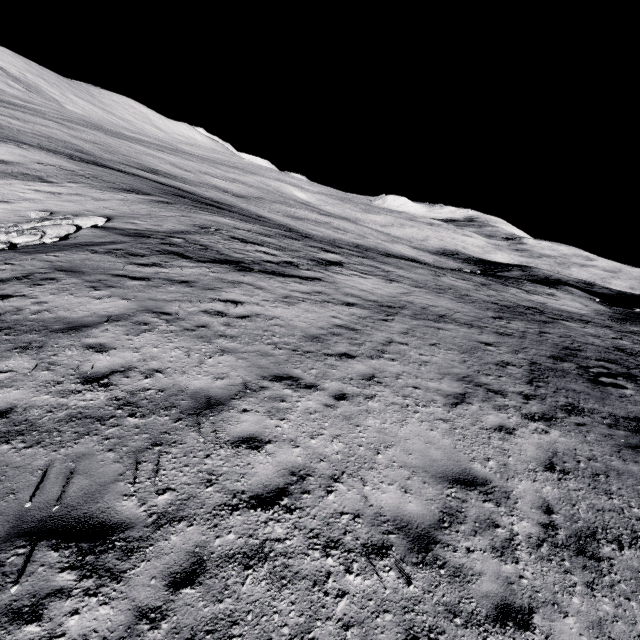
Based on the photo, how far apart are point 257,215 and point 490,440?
53.7 meters
